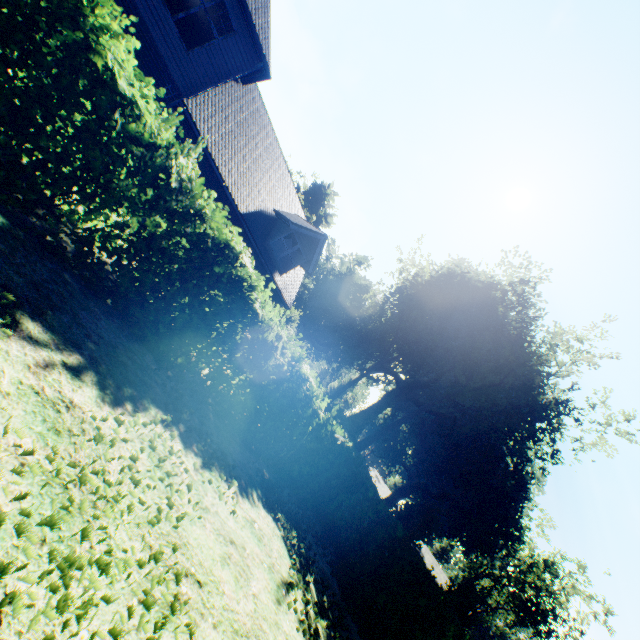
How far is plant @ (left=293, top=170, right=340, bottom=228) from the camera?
47.4 meters

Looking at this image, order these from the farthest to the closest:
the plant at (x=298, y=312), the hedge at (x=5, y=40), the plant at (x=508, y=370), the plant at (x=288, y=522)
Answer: the plant at (x=298, y=312), the plant at (x=508, y=370), the plant at (x=288, y=522), the hedge at (x=5, y=40)

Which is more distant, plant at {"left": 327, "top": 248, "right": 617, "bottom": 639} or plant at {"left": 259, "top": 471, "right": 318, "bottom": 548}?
plant at {"left": 327, "top": 248, "right": 617, "bottom": 639}

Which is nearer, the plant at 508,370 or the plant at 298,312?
the plant at 508,370

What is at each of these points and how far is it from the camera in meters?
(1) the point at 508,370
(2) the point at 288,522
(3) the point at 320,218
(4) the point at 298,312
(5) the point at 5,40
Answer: (1) plant, 32.0 m
(2) plant, 7.6 m
(3) plant, 55.6 m
(4) plant, 28.2 m
(5) hedge, 3.5 m

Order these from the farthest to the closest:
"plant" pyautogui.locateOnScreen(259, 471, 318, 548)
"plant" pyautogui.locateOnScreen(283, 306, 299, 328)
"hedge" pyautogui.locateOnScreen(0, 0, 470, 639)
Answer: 1. "plant" pyautogui.locateOnScreen(283, 306, 299, 328)
2. "plant" pyautogui.locateOnScreen(259, 471, 318, 548)
3. "hedge" pyautogui.locateOnScreen(0, 0, 470, 639)

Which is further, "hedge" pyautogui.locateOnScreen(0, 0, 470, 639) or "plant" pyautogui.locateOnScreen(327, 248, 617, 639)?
"plant" pyautogui.locateOnScreen(327, 248, 617, 639)
